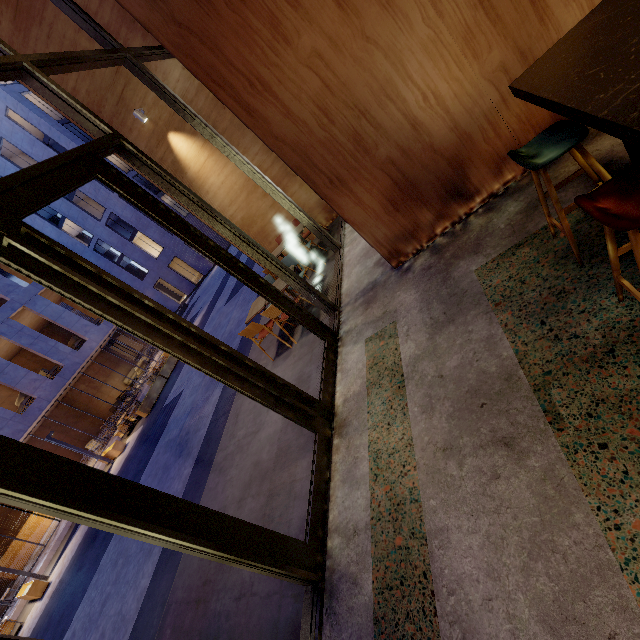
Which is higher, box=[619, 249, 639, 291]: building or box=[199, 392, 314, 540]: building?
box=[199, 392, 314, 540]: building

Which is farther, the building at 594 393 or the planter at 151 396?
the planter at 151 396

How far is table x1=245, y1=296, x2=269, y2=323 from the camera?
5.85m

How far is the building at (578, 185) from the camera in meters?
2.8 m

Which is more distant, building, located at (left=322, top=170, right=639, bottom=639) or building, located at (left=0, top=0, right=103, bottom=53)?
building, located at (left=0, top=0, right=103, bottom=53)

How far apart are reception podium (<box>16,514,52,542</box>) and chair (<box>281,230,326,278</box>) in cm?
2116

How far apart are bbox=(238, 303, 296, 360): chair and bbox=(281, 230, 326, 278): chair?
1.58m

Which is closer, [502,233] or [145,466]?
[502,233]
